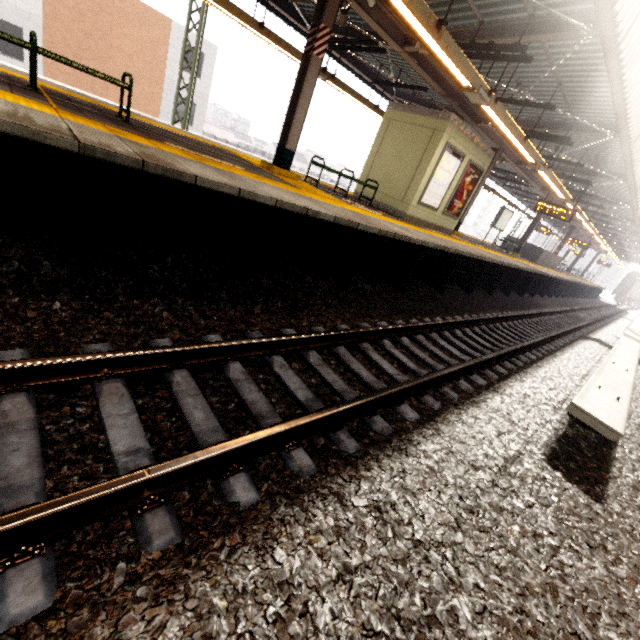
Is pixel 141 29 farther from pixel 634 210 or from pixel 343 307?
pixel 634 210

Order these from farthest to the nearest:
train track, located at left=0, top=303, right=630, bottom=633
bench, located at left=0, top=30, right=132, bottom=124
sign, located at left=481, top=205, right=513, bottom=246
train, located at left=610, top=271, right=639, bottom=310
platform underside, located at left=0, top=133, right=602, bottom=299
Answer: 1. train, located at left=610, top=271, right=639, bottom=310
2. sign, located at left=481, top=205, right=513, bottom=246
3. bench, located at left=0, top=30, right=132, bottom=124
4. platform underside, located at left=0, top=133, right=602, bottom=299
5. train track, located at left=0, top=303, right=630, bottom=633

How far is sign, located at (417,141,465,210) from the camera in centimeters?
947cm

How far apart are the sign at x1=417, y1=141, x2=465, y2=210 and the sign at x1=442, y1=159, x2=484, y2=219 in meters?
0.3 m

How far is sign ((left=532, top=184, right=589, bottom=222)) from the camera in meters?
13.3

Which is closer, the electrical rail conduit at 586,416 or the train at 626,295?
the electrical rail conduit at 586,416

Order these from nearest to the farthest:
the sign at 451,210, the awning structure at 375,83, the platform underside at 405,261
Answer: the platform underside at 405,261 → the awning structure at 375,83 → the sign at 451,210

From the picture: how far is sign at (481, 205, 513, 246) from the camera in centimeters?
1664cm
